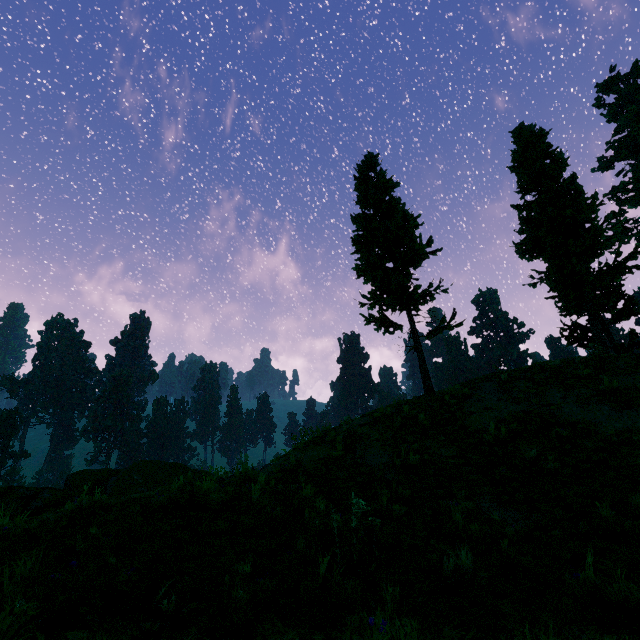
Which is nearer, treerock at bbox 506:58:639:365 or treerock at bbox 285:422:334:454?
treerock at bbox 285:422:334:454

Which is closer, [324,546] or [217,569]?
[217,569]

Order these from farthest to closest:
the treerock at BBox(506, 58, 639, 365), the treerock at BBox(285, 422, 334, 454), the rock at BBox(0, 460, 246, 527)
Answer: the treerock at BBox(506, 58, 639, 365), the treerock at BBox(285, 422, 334, 454), the rock at BBox(0, 460, 246, 527)

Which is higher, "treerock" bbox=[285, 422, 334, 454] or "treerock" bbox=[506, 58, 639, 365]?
"treerock" bbox=[506, 58, 639, 365]

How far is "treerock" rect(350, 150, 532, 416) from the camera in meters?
16.1 m

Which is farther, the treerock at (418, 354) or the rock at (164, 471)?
the treerock at (418, 354)

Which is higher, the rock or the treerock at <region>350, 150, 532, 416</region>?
the treerock at <region>350, 150, 532, 416</region>

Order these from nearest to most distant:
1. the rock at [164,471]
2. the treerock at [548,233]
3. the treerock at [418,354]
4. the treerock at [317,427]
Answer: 1. the rock at [164,471]
2. the treerock at [317,427]
3. the treerock at [418,354]
4. the treerock at [548,233]
